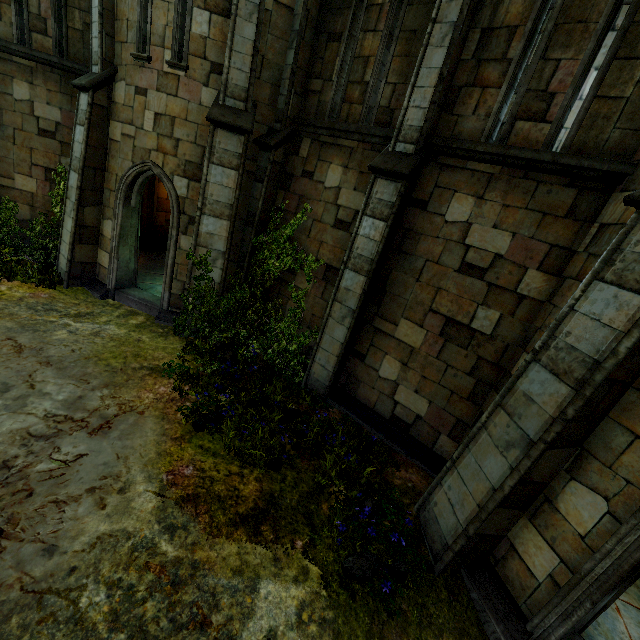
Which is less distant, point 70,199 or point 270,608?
point 270,608

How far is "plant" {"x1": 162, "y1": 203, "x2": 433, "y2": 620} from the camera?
4.61m

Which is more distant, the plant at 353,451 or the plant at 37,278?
the plant at 37,278

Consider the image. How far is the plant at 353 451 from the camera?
4.6m

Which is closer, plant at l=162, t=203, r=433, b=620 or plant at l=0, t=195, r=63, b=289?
plant at l=162, t=203, r=433, b=620
